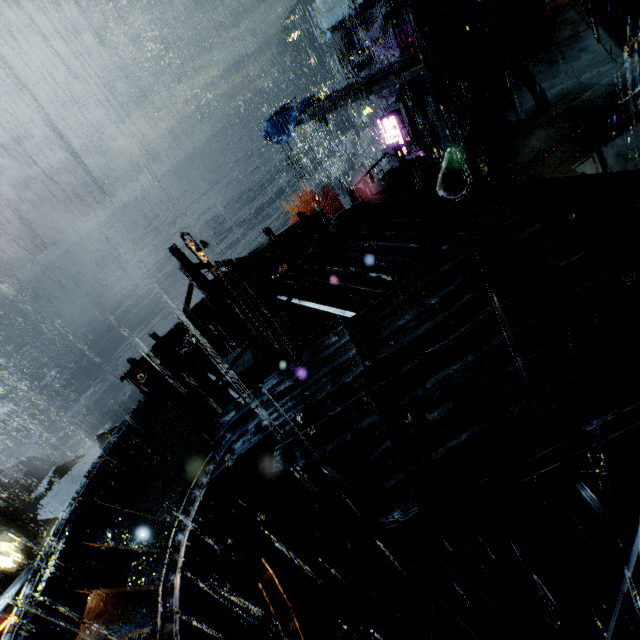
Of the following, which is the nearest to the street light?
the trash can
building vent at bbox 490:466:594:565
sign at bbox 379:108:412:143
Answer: building vent at bbox 490:466:594:565

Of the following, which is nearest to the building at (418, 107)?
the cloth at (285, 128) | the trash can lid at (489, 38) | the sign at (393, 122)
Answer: the trash can lid at (489, 38)

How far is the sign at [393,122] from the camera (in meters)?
22.52

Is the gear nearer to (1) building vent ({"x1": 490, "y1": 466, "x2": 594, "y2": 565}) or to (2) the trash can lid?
(2) the trash can lid

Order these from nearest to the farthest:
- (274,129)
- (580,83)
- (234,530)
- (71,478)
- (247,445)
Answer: (247,445), (234,530), (580,83), (274,129), (71,478)

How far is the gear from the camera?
31.0m

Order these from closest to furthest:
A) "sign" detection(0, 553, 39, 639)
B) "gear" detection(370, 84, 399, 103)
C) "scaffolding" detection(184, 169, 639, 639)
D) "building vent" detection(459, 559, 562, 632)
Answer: "scaffolding" detection(184, 169, 639, 639) → "building vent" detection(459, 559, 562, 632) → "sign" detection(0, 553, 39, 639) → "gear" detection(370, 84, 399, 103)

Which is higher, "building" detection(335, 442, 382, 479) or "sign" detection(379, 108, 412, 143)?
"sign" detection(379, 108, 412, 143)
